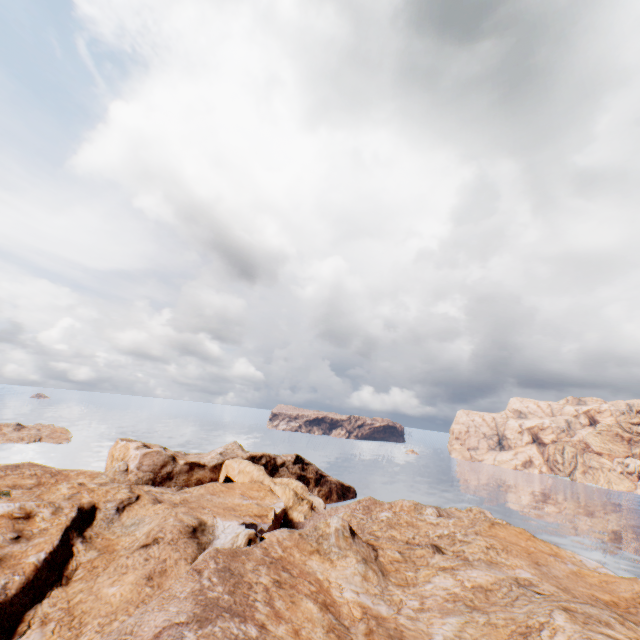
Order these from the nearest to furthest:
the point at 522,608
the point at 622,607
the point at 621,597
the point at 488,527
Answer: the point at 522,608 → the point at 622,607 → the point at 621,597 → the point at 488,527
